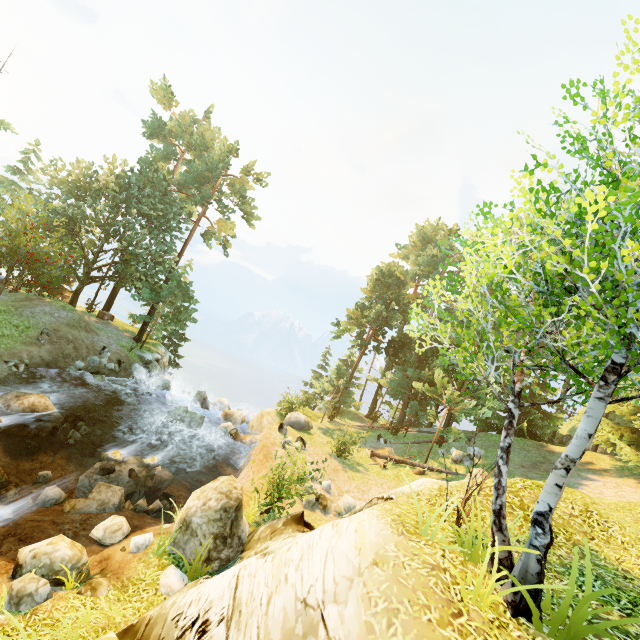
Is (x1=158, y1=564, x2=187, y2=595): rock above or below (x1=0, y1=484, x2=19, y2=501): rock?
above

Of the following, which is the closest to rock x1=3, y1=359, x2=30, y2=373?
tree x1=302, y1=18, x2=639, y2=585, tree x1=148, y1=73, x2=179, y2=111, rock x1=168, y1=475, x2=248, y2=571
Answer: tree x1=302, y1=18, x2=639, y2=585

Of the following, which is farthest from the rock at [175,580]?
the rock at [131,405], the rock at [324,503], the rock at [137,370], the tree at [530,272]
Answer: the rock at [137,370]

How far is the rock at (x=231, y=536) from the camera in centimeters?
910cm

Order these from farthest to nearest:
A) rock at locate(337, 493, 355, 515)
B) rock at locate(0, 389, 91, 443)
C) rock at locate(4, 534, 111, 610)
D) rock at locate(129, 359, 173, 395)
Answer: rock at locate(129, 359, 173, 395), rock at locate(337, 493, 355, 515), rock at locate(0, 389, 91, 443), rock at locate(4, 534, 111, 610)

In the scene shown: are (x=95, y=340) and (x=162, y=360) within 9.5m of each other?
yes

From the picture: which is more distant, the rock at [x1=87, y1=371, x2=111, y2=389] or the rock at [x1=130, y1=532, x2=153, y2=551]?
the rock at [x1=87, y1=371, x2=111, y2=389]

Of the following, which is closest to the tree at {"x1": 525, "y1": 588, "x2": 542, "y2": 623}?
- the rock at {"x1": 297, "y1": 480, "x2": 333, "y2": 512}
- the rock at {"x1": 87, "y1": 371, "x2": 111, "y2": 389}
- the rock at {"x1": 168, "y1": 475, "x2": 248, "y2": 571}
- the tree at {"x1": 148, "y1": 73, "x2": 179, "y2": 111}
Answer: the rock at {"x1": 87, "y1": 371, "x2": 111, "y2": 389}
